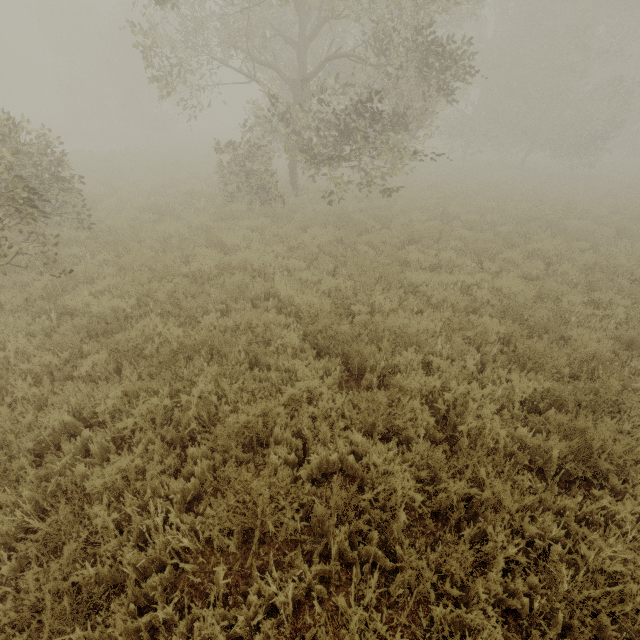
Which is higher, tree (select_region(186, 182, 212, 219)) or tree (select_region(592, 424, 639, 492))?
tree (select_region(186, 182, 212, 219))

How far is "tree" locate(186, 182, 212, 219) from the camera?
10.38m

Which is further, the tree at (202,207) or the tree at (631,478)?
the tree at (202,207)

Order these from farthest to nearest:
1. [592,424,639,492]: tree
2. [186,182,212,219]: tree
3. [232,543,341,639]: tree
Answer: [186,182,212,219]: tree < [592,424,639,492]: tree < [232,543,341,639]: tree

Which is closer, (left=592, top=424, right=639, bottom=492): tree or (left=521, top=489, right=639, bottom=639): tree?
(left=521, top=489, right=639, bottom=639): tree

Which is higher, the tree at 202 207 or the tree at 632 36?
the tree at 632 36

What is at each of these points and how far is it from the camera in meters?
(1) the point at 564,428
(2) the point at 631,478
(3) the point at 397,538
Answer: (1) tree, 3.8 m
(2) tree, 3.6 m
(3) tree, 2.9 m
